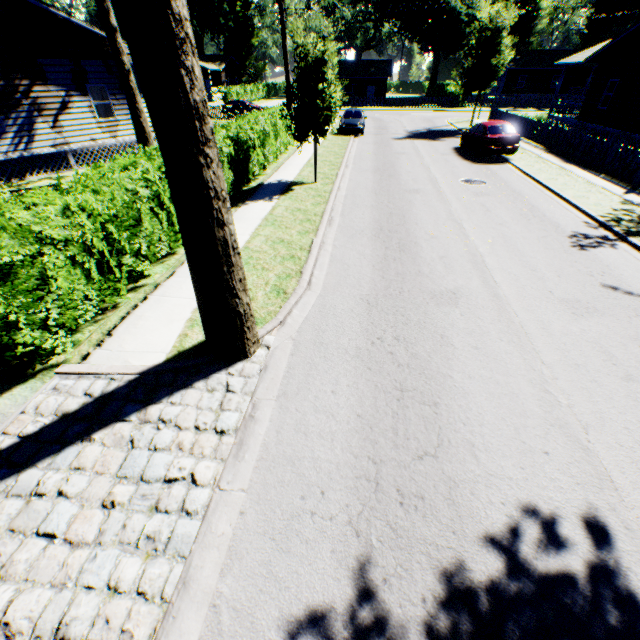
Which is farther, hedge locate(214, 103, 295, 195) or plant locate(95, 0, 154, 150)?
plant locate(95, 0, 154, 150)

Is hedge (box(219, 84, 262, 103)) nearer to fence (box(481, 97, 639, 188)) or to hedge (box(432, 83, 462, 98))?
hedge (box(432, 83, 462, 98))

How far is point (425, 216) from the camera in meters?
11.0 m

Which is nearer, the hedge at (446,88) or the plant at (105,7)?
the plant at (105,7)

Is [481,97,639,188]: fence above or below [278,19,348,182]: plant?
below

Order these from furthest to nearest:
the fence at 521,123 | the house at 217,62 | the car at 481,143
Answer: the house at 217,62, the car at 481,143, the fence at 521,123

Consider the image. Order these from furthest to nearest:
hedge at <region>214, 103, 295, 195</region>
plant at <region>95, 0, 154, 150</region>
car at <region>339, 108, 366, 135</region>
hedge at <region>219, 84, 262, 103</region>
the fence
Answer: hedge at <region>219, 84, 262, 103</region>
car at <region>339, 108, 366, 135</region>
the fence
plant at <region>95, 0, 154, 150</region>
hedge at <region>214, 103, 295, 195</region>

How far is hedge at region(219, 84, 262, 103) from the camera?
46.3m
